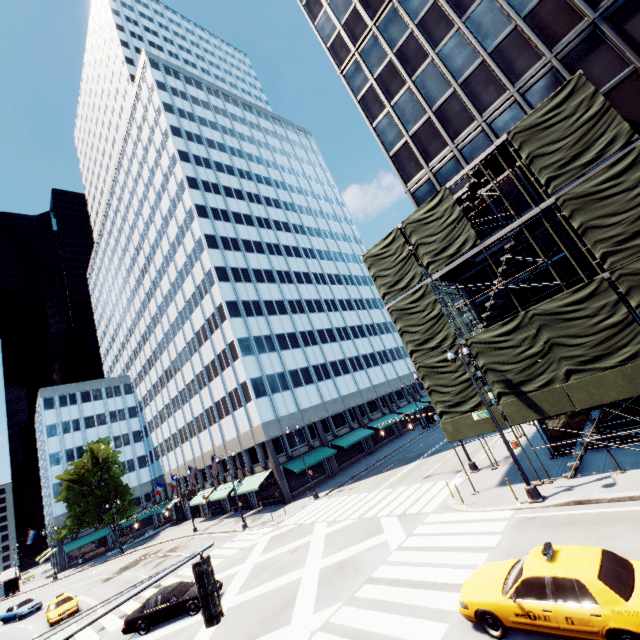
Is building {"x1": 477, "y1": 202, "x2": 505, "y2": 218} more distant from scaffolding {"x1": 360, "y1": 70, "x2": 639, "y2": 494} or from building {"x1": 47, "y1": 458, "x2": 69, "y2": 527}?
building {"x1": 47, "y1": 458, "x2": 69, "y2": 527}

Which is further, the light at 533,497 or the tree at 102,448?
the tree at 102,448

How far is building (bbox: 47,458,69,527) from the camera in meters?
57.2

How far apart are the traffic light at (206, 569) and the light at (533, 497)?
14.1m

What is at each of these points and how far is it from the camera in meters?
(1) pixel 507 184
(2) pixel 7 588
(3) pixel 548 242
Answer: (1) building, 19.1 m
(2) bus stop, 52.9 m
(3) building, 17.8 m

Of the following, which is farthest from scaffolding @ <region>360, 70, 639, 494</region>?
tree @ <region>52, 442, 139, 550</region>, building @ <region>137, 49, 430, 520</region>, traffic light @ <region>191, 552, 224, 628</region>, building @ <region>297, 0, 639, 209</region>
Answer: tree @ <region>52, 442, 139, 550</region>

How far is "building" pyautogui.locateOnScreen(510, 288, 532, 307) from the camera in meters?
18.7

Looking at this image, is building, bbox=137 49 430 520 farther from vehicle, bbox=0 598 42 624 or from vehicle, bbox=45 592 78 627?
vehicle, bbox=0 598 42 624
